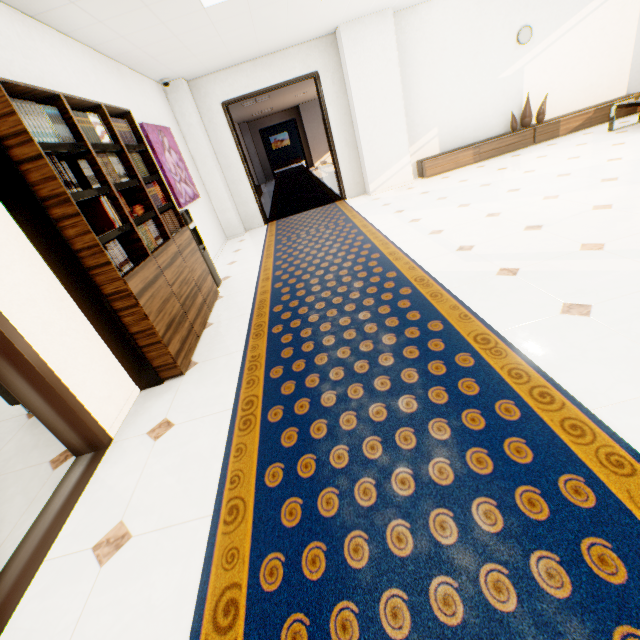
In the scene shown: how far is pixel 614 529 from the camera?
1.1 meters

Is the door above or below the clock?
below

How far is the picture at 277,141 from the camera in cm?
2489

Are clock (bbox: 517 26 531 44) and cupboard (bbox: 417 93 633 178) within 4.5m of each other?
yes

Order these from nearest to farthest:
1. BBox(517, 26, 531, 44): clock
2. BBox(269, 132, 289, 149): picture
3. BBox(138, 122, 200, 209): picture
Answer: BBox(138, 122, 200, 209): picture, BBox(517, 26, 531, 44): clock, BBox(269, 132, 289, 149): picture

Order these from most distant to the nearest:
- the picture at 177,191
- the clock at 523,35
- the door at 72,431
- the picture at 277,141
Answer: the picture at 277,141, the clock at 523,35, the picture at 177,191, the door at 72,431

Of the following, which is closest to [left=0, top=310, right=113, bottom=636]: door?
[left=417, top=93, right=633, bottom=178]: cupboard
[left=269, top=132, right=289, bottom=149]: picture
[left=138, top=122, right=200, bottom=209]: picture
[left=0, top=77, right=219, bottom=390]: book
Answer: [left=0, top=77, right=219, bottom=390]: book

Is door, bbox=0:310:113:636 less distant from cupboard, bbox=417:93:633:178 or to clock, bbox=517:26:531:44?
cupboard, bbox=417:93:633:178
